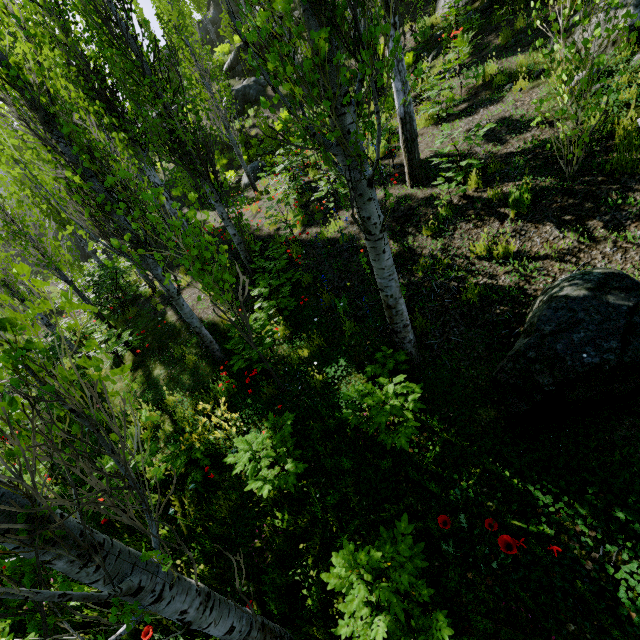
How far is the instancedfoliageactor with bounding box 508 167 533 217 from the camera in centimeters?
459cm

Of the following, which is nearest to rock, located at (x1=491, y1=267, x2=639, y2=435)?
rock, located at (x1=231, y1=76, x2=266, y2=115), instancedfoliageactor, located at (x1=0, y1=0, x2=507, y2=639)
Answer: instancedfoliageactor, located at (x1=0, y1=0, x2=507, y2=639)

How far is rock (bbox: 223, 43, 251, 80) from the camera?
20.7 meters

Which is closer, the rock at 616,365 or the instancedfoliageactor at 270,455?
the rock at 616,365

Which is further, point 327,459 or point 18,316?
point 327,459

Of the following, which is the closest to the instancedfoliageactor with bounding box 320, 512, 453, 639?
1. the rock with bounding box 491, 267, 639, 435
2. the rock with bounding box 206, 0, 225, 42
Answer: the rock with bounding box 491, 267, 639, 435

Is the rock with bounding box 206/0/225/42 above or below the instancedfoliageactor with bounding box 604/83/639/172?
above

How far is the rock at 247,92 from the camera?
19.2m
